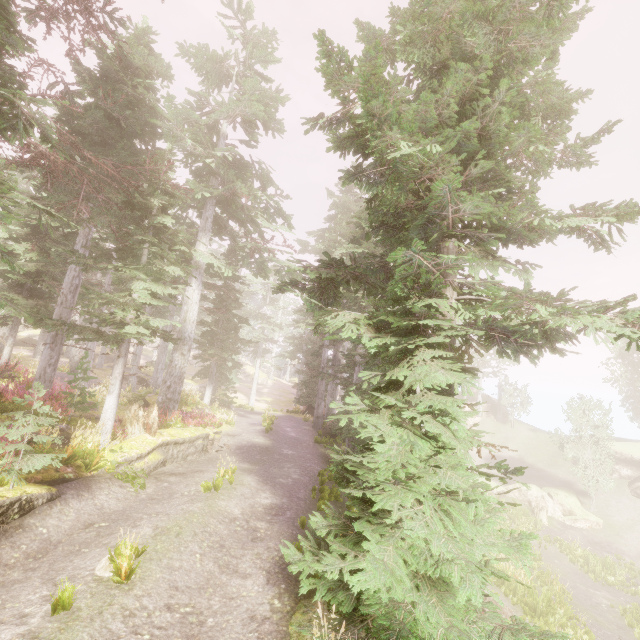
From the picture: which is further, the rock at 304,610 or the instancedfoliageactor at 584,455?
the instancedfoliageactor at 584,455

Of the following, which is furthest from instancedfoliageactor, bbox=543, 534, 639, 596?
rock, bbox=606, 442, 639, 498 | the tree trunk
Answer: the tree trunk

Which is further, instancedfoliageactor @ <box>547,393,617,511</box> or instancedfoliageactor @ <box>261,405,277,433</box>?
instancedfoliageactor @ <box>547,393,617,511</box>

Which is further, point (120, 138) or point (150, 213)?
point (120, 138)

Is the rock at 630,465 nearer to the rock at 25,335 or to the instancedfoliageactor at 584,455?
the instancedfoliageactor at 584,455

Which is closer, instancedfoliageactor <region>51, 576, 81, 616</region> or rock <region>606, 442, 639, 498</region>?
instancedfoliageactor <region>51, 576, 81, 616</region>
